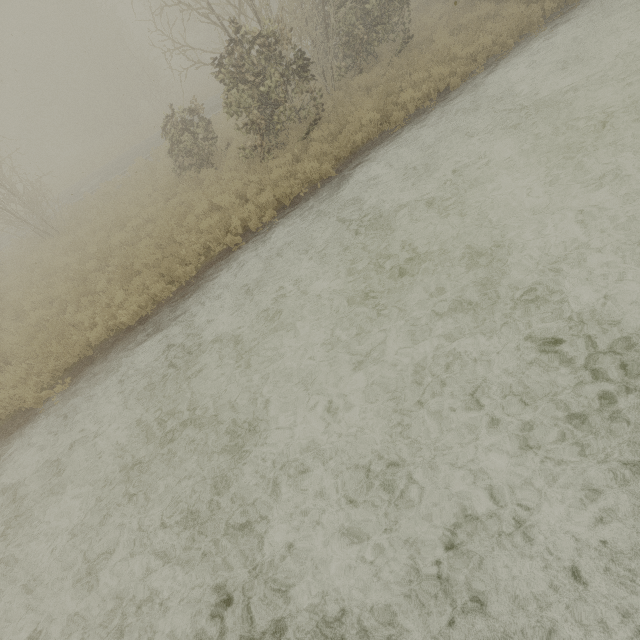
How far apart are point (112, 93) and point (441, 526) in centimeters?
4627cm
